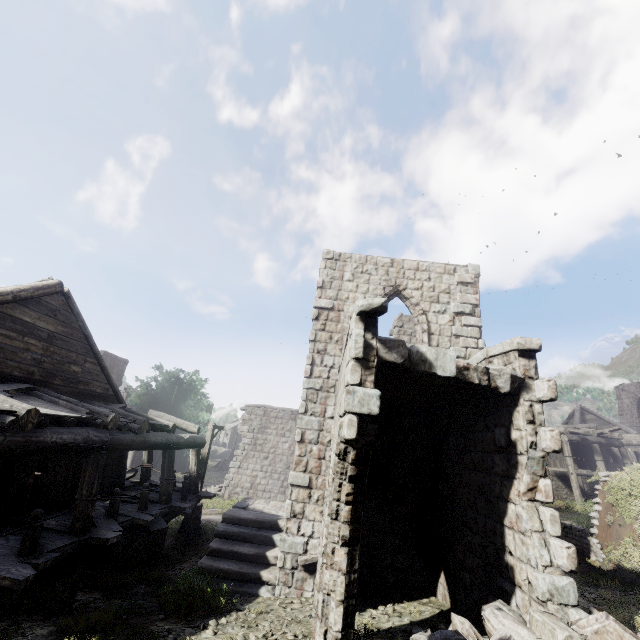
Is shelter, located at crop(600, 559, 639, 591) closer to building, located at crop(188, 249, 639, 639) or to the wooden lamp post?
building, located at crop(188, 249, 639, 639)

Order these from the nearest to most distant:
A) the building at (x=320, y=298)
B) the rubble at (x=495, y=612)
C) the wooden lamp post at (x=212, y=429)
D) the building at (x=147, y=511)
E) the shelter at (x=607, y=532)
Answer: the rubble at (x=495, y=612)
the building at (x=320, y=298)
the building at (x=147, y=511)
the shelter at (x=607, y=532)
the wooden lamp post at (x=212, y=429)

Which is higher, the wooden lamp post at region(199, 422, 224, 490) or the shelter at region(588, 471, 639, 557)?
the wooden lamp post at region(199, 422, 224, 490)

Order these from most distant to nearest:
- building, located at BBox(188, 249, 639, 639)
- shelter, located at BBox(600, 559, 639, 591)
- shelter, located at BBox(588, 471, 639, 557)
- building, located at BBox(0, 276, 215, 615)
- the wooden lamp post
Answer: the wooden lamp post, shelter, located at BBox(588, 471, 639, 557), shelter, located at BBox(600, 559, 639, 591), building, located at BBox(0, 276, 215, 615), building, located at BBox(188, 249, 639, 639)

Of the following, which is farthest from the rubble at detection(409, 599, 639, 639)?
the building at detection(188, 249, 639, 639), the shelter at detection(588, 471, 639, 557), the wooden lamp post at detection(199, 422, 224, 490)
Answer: the wooden lamp post at detection(199, 422, 224, 490)

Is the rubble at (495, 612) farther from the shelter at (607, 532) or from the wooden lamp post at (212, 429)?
the wooden lamp post at (212, 429)

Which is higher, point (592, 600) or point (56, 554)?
point (56, 554)

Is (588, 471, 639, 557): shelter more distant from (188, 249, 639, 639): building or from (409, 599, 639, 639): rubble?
(409, 599, 639, 639): rubble
